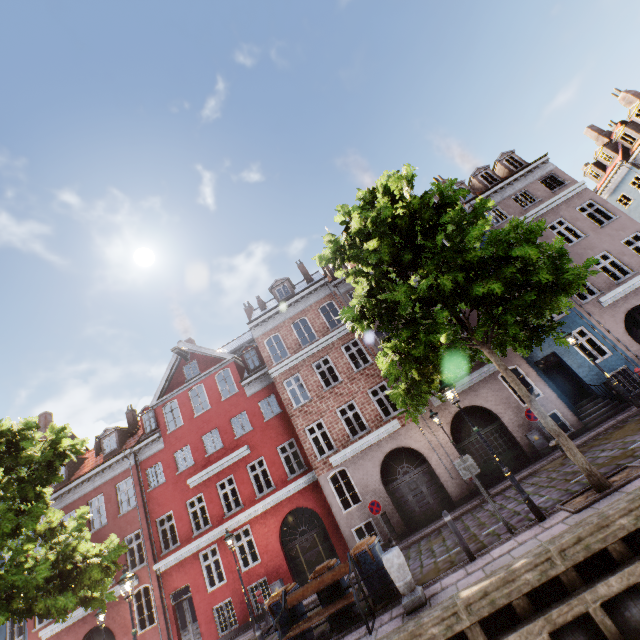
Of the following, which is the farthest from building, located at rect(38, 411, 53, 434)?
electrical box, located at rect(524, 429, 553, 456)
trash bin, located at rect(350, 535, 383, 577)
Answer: trash bin, located at rect(350, 535, 383, 577)

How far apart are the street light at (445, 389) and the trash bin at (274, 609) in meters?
6.6

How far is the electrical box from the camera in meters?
14.1 m

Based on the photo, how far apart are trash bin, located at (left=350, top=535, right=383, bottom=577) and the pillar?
1.2 meters

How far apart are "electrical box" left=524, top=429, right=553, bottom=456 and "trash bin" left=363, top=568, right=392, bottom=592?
9.27m

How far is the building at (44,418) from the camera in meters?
26.1

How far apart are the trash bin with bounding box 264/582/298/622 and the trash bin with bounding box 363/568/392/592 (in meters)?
1.87

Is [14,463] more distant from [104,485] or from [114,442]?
[114,442]
